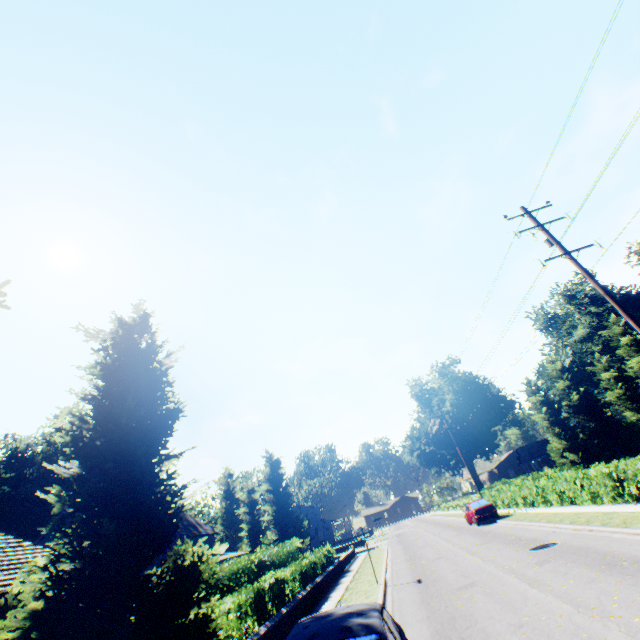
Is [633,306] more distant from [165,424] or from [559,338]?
[165,424]

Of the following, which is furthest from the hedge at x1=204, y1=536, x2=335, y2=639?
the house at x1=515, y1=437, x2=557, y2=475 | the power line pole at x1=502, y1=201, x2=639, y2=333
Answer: the house at x1=515, y1=437, x2=557, y2=475

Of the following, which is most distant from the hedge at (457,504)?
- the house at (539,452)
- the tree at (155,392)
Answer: the house at (539,452)

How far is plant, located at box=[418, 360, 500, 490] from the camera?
52.27m

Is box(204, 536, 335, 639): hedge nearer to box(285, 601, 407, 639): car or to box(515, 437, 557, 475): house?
box(285, 601, 407, 639): car

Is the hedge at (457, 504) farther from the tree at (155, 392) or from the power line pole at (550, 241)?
the power line pole at (550, 241)

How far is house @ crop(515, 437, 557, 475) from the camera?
46.67m
